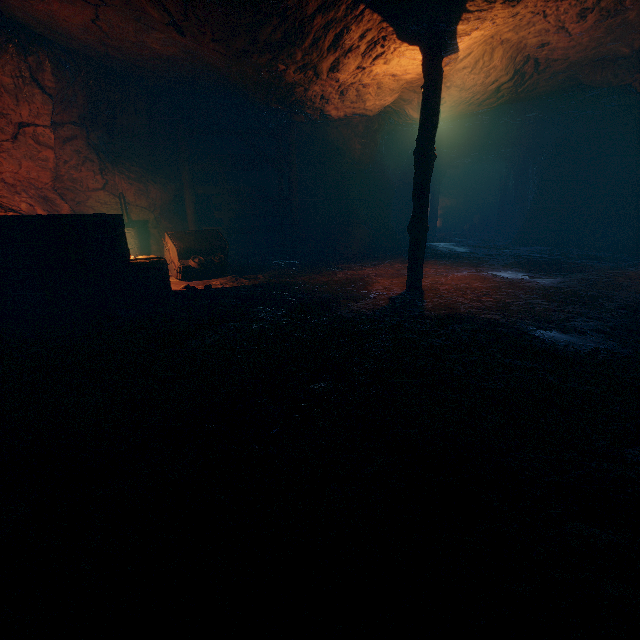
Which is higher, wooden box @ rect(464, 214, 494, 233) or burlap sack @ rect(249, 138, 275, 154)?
burlap sack @ rect(249, 138, 275, 154)

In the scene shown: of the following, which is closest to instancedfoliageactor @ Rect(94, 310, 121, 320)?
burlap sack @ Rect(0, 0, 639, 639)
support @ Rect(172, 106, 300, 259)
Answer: burlap sack @ Rect(0, 0, 639, 639)

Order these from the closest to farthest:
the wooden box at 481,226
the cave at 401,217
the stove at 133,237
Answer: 1. the stove at 133,237
2. the cave at 401,217
3. the wooden box at 481,226

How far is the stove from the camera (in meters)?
9.43

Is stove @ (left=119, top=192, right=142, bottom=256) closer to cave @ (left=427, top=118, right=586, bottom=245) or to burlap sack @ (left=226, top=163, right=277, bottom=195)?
burlap sack @ (left=226, top=163, right=277, bottom=195)

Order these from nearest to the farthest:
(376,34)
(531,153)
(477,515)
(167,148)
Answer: (477,515)
(376,34)
(167,148)
(531,153)

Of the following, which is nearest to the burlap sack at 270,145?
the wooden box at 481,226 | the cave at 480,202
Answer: the cave at 480,202

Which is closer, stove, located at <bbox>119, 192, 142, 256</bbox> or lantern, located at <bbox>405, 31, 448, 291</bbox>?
lantern, located at <bbox>405, 31, 448, 291</bbox>
